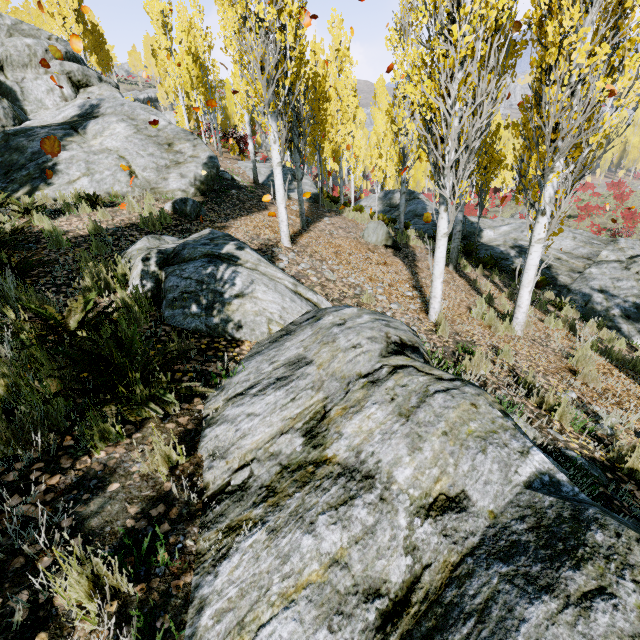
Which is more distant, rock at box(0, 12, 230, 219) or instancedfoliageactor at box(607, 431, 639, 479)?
rock at box(0, 12, 230, 219)

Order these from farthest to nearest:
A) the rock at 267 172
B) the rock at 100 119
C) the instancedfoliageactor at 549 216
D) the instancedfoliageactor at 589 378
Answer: the rock at 267 172 → the rock at 100 119 → the instancedfoliageactor at 589 378 → the instancedfoliageactor at 549 216

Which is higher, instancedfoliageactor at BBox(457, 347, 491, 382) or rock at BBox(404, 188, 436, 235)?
instancedfoliageactor at BBox(457, 347, 491, 382)

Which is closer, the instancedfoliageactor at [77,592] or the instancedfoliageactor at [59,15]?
the instancedfoliageactor at [77,592]

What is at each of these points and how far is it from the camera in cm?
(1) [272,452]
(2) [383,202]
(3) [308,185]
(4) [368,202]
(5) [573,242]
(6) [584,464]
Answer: (1) rock, 204
(2) rock, 2456
(3) rock, 1566
(4) rock, 2562
(5) rock, 1417
(6) rock, 301

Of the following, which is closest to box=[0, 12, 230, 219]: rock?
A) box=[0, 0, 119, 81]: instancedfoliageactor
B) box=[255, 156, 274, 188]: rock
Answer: box=[0, 0, 119, 81]: instancedfoliageactor

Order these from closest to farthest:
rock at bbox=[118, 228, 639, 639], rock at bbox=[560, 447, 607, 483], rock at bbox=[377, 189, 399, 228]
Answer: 1. rock at bbox=[118, 228, 639, 639]
2. rock at bbox=[560, 447, 607, 483]
3. rock at bbox=[377, 189, 399, 228]

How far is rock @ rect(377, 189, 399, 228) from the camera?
21.73m
